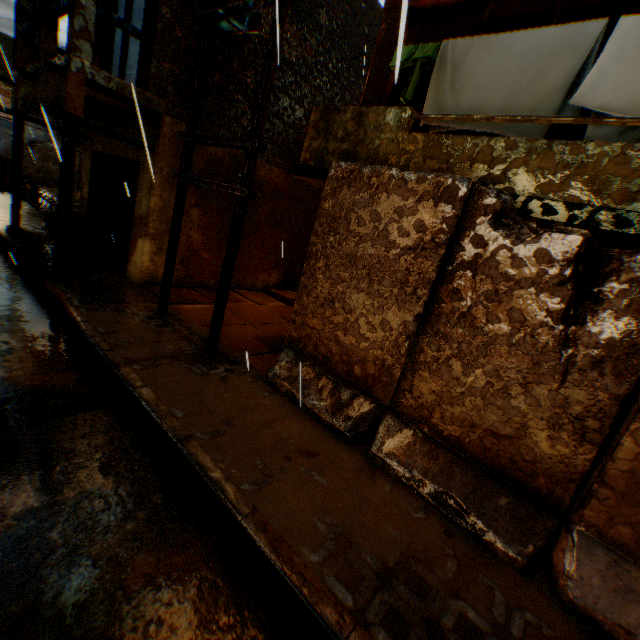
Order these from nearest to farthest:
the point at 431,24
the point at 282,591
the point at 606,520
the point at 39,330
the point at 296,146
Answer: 1. the point at 282,591
2. the point at 606,520
3. the point at 39,330
4. the point at 431,24
5. the point at 296,146

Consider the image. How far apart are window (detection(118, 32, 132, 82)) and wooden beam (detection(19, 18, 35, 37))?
1.6m

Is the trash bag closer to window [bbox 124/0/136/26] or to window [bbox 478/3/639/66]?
window [bbox 124/0/136/26]

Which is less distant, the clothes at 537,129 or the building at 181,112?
the clothes at 537,129

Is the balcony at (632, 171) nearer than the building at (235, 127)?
Yes

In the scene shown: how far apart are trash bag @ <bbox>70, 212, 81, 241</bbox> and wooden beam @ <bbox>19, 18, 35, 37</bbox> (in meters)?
4.13

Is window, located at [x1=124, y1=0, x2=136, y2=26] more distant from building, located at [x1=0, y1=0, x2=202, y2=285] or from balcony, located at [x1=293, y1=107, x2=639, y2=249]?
balcony, located at [x1=293, y1=107, x2=639, y2=249]

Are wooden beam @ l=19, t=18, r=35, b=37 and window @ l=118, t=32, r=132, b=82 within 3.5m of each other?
yes
